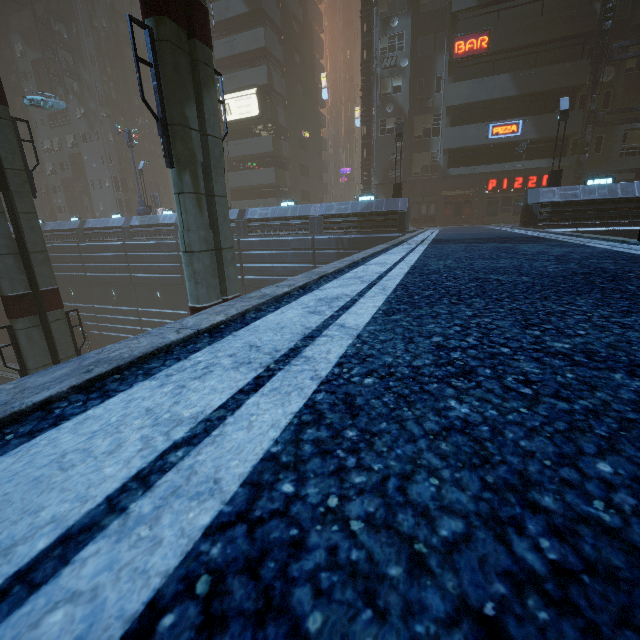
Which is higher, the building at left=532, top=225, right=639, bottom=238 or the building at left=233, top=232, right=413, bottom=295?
the building at left=532, top=225, right=639, bottom=238

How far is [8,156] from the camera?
14.01m

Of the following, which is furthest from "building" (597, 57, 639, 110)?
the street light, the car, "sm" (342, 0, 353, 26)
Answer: "sm" (342, 0, 353, 26)

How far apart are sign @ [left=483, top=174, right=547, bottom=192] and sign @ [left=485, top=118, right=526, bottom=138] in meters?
3.7 m

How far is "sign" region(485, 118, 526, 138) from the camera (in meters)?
23.67

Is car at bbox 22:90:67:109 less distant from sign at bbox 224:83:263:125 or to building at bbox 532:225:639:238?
building at bbox 532:225:639:238

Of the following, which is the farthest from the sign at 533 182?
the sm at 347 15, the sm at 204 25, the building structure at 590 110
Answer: the sm at 347 15

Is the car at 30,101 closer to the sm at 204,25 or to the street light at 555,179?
the sm at 204,25
